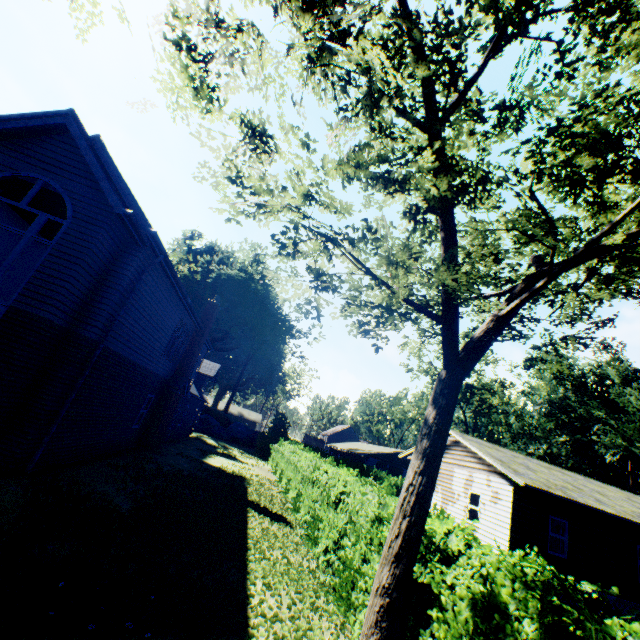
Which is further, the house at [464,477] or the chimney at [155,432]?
the chimney at [155,432]

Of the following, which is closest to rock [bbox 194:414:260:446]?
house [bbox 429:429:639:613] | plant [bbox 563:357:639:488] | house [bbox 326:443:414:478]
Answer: house [bbox 326:443:414:478]

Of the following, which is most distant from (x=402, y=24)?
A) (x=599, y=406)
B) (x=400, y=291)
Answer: (x=599, y=406)

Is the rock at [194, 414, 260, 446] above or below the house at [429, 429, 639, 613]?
below

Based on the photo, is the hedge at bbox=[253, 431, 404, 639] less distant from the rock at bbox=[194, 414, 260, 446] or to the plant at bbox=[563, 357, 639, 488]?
the rock at bbox=[194, 414, 260, 446]

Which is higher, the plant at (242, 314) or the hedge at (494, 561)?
the plant at (242, 314)

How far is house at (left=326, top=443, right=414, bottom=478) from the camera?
42.9m

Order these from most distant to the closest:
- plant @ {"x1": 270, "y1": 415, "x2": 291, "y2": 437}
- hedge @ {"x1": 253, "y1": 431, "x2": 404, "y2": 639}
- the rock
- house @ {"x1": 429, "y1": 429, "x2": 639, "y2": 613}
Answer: plant @ {"x1": 270, "y1": 415, "x2": 291, "y2": 437}
the rock
house @ {"x1": 429, "y1": 429, "x2": 639, "y2": 613}
hedge @ {"x1": 253, "y1": 431, "x2": 404, "y2": 639}
